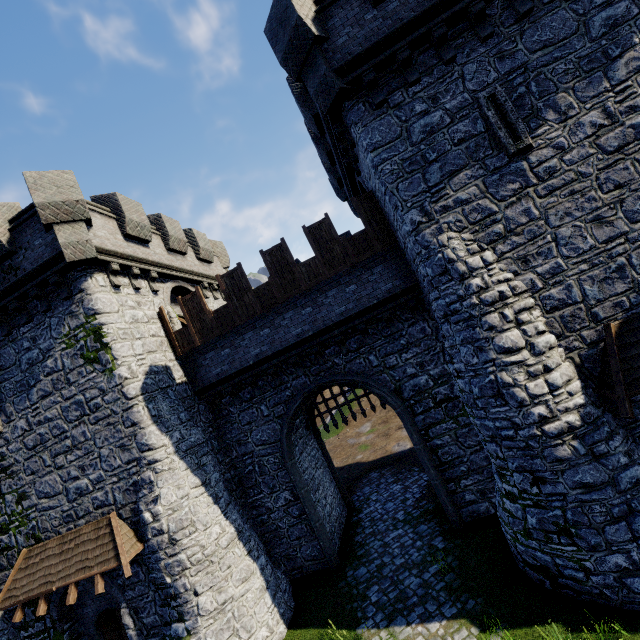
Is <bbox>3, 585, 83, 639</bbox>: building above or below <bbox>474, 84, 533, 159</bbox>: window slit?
below

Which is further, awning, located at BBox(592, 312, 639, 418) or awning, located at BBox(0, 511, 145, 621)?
awning, located at BBox(0, 511, 145, 621)

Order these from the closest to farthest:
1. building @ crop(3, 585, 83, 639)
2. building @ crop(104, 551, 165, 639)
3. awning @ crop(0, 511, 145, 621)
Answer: awning @ crop(0, 511, 145, 621), building @ crop(104, 551, 165, 639), building @ crop(3, 585, 83, 639)

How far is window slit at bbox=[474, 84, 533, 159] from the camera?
8.05m

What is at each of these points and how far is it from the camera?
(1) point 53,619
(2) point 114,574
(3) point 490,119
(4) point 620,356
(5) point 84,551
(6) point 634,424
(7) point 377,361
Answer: (1) building, 11.2 meters
(2) building, 10.8 meters
(3) window slit, 8.2 meters
(4) awning, 7.2 meters
(5) awning, 10.4 meters
(6) building, 7.6 meters
(7) building, 12.1 meters

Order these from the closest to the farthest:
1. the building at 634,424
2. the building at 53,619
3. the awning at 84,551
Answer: the building at 634,424
the awning at 84,551
the building at 53,619

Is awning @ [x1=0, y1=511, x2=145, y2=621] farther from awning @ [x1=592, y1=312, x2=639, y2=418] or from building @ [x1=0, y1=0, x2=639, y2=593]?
awning @ [x1=592, y1=312, x2=639, y2=418]

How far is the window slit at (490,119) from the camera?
8.1m
